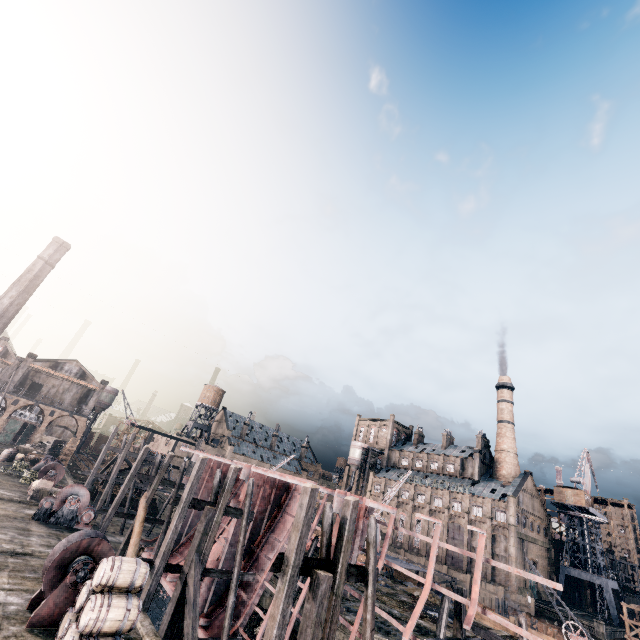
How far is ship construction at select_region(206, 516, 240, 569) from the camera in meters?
21.3

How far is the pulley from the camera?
30.7 meters

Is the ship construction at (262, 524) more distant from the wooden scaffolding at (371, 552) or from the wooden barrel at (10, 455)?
the wooden barrel at (10, 455)

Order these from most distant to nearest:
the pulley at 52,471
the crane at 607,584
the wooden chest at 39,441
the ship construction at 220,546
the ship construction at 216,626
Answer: the crane at 607,584, the wooden chest at 39,441, the pulley at 52,471, the ship construction at 220,546, the ship construction at 216,626

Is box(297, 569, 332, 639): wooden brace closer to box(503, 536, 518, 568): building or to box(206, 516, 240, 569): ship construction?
box(206, 516, 240, 569): ship construction

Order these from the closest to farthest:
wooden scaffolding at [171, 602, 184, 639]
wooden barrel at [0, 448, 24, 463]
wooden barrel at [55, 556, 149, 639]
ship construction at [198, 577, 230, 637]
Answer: wooden barrel at [55, 556, 149, 639] < wooden scaffolding at [171, 602, 184, 639] < ship construction at [198, 577, 230, 637] < wooden barrel at [0, 448, 24, 463]

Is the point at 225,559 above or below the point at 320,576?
Answer: below

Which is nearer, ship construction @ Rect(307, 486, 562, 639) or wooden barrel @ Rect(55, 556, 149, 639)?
wooden barrel @ Rect(55, 556, 149, 639)
